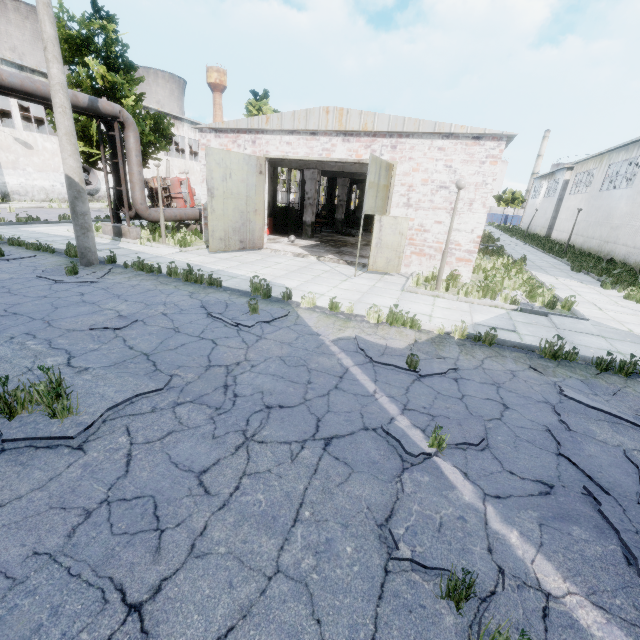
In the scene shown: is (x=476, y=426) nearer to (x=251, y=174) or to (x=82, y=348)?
(x=82, y=348)

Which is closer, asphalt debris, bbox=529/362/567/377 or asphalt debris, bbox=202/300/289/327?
asphalt debris, bbox=529/362/567/377

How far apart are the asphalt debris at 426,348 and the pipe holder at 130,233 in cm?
1274

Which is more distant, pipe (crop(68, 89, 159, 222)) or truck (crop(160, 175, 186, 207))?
truck (crop(160, 175, 186, 207))

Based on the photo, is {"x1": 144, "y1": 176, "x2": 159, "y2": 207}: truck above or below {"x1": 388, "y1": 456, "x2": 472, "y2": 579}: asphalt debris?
above

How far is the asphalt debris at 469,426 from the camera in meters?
3.8

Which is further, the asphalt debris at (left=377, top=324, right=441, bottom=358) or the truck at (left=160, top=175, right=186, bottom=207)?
the truck at (left=160, top=175, right=186, bottom=207)

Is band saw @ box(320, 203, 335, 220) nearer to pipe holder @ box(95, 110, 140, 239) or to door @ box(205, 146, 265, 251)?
door @ box(205, 146, 265, 251)
